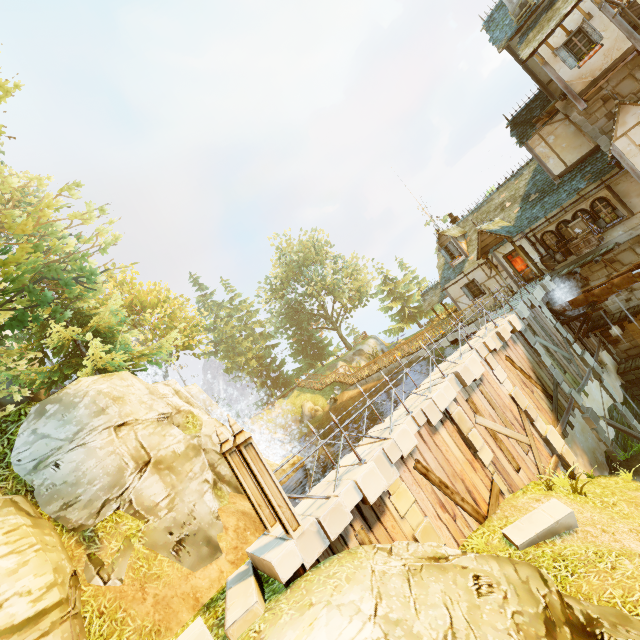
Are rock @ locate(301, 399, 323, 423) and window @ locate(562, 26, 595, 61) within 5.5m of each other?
no

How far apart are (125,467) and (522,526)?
11.0m

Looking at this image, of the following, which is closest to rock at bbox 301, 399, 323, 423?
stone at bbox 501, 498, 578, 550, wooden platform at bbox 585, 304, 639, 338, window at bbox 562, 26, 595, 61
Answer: wooden platform at bbox 585, 304, 639, 338

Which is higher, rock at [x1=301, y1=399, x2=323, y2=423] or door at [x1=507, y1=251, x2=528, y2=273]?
door at [x1=507, y1=251, x2=528, y2=273]

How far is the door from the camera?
19.1m

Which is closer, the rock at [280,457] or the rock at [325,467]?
the rock at [280,457]

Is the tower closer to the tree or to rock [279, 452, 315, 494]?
the tree

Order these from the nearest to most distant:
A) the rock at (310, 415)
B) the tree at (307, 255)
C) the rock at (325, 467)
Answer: the tree at (307, 255)
the rock at (325, 467)
the rock at (310, 415)
